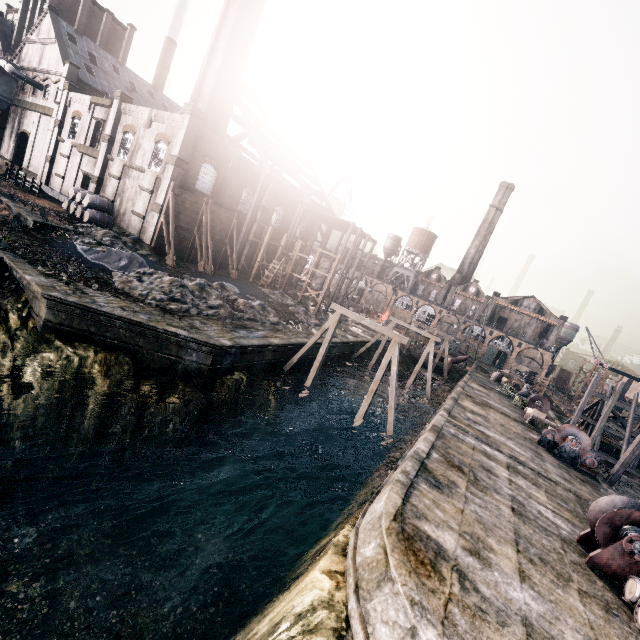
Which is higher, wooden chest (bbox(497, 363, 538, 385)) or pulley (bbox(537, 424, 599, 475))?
wooden chest (bbox(497, 363, 538, 385))

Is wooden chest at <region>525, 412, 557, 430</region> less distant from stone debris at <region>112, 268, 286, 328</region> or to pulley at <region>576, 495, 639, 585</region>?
pulley at <region>576, 495, 639, 585</region>

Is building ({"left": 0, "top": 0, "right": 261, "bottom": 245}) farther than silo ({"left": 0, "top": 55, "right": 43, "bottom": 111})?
No

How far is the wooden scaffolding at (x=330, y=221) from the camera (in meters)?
39.19

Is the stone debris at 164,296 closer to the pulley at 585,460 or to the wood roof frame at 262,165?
the wood roof frame at 262,165

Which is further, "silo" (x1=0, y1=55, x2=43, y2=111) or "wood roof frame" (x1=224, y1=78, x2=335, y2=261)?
"silo" (x1=0, y1=55, x2=43, y2=111)

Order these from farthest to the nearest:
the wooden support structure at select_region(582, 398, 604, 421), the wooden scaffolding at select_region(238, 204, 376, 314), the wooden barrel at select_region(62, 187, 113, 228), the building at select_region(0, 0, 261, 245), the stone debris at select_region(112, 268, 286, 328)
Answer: the wooden scaffolding at select_region(238, 204, 376, 314)
the wooden support structure at select_region(582, 398, 604, 421)
the wooden barrel at select_region(62, 187, 113, 228)
the building at select_region(0, 0, 261, 245)
the stone debris at select_region(112, 268, 286, 328)

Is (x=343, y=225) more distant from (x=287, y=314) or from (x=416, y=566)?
(x=416, y=566)
